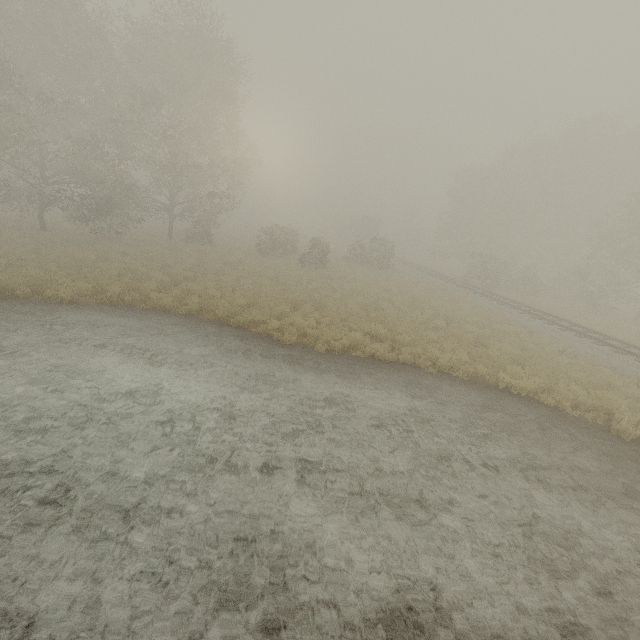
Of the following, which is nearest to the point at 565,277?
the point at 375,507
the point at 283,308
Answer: the point at 283,308

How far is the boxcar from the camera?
52.6 meters

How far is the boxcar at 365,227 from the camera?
52.56m
